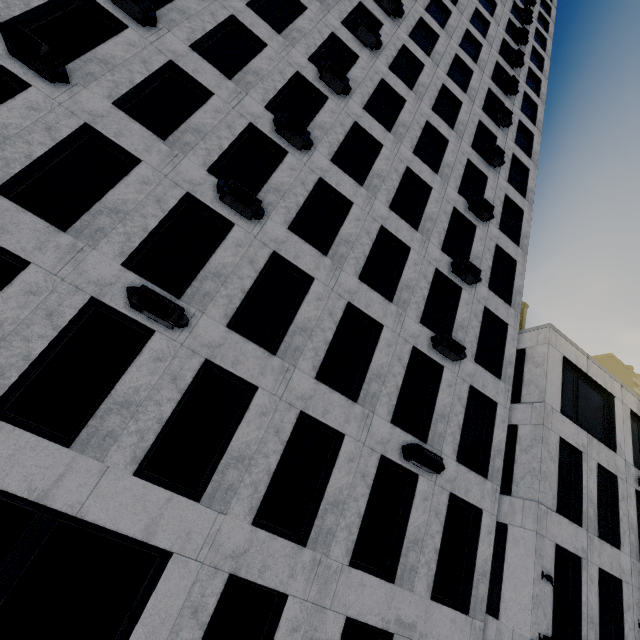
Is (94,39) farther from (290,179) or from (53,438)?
(53,438)

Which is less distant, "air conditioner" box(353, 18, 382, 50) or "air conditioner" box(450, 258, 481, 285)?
"air conditioner" box(450, 258, 481, 285)

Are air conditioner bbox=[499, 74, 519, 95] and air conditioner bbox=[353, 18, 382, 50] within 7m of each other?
no

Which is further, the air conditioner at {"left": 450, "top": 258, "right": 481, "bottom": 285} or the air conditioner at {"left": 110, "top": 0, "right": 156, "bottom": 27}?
the air conditioner at {"left": 450, "top": 258, "right": 481, "bottom": 285}

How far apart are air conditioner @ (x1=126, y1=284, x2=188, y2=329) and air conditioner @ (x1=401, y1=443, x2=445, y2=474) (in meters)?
7.05

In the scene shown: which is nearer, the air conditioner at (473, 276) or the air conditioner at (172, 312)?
the air conditioner at (172, 312)

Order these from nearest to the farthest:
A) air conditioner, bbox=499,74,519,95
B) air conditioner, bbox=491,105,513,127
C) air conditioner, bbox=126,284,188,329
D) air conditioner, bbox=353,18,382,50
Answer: air conditioner, bbox=126,284,188,329, air conditioner, bbox=353,18,382,50, air conditioner, bbox=491,105,513,127, air conditioner, bbox=499,74,519,95

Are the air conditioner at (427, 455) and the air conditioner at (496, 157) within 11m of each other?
no
